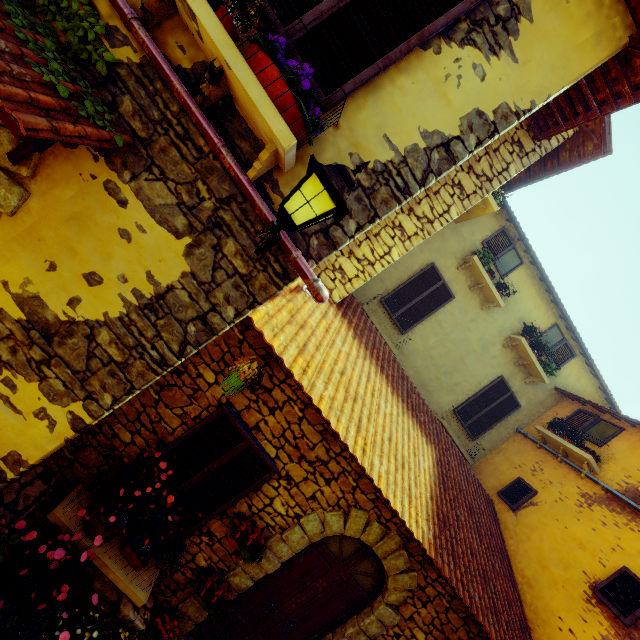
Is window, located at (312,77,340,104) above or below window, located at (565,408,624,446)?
below

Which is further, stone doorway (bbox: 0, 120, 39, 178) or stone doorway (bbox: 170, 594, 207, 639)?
stone doorway (bbox: 170, 594, 207, 639)

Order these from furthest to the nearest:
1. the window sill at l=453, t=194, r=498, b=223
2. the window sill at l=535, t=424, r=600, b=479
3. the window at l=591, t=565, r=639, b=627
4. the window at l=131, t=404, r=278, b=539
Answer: the window sill at l=535, t=424, r=600, b=479
the window sill at l=453, t=194, r=498, b=223
the window at l=591, t=565, r=639, b=627
the window at l=131, t=404, r=278, b=539

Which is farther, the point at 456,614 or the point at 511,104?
the point at 456,614

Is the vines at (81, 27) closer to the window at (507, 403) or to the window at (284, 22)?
the window at (284, 22)

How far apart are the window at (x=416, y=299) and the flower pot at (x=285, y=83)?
5.9m

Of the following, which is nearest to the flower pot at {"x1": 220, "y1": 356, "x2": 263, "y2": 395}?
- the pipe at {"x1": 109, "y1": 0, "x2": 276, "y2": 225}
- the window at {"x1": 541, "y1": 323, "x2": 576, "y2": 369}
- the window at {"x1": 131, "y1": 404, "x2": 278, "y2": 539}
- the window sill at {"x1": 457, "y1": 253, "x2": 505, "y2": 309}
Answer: the window at {"x1": 131, "y1": 404, "x2": 278, "y2": 539}

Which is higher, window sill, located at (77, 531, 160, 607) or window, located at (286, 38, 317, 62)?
window, located at (286, 38, 317, 62)
